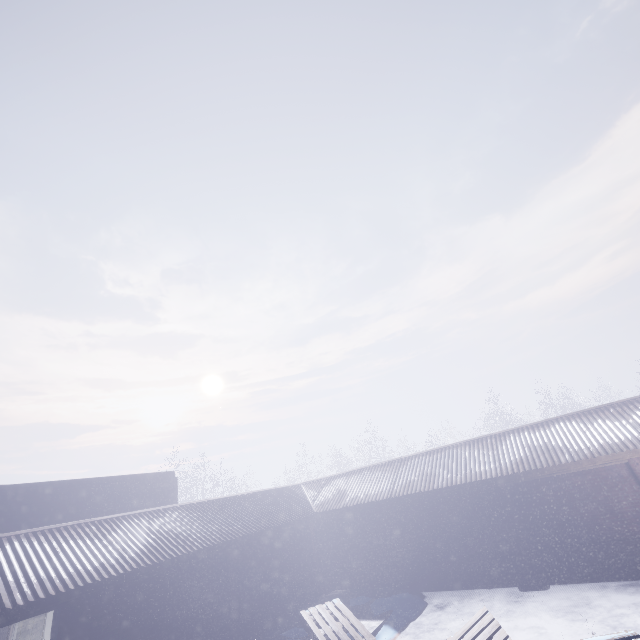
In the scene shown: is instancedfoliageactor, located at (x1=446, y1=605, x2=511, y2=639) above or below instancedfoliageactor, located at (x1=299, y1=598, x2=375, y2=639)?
above

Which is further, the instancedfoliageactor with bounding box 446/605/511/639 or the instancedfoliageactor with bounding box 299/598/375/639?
the instancedfoliageactor with bounding box 299/598/375/639

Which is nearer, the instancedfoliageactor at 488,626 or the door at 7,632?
the instancedfoliageactor at 488,626

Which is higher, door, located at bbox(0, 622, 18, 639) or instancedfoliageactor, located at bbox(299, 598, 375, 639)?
door, located at bbox(0, 622, 18, 639)

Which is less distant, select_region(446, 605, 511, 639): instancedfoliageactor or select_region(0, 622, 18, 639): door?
select_region(446, 605, 511, 639): instancedfoliageactor

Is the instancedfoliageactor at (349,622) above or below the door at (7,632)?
below

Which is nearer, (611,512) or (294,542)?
(611,512)
